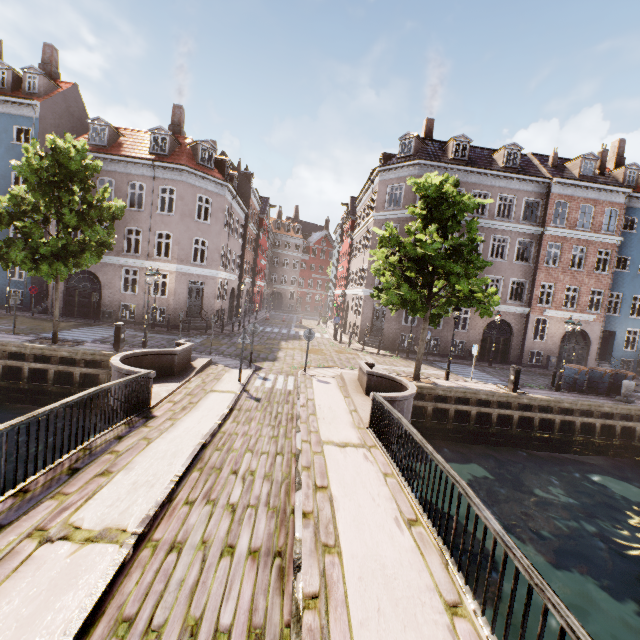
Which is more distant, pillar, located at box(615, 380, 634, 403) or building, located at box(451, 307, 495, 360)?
building, located at box(451, 307, 495, 360)

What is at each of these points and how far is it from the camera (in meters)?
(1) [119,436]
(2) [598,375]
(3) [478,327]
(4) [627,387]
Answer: (1) bridge, 6.46
(2) trash bin, 17.53
(3) building, 24.41
(4) pillar, 15.98

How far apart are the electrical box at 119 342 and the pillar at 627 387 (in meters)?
24.01

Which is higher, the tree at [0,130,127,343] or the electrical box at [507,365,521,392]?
the tree at [0,130,127,343]

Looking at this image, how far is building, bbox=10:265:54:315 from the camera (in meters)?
21.73

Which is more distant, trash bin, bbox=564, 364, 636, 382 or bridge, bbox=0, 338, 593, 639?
trash bin, bbox=564, 364, 636, 382

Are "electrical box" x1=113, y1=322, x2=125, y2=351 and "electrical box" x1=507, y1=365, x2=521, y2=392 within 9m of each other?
no

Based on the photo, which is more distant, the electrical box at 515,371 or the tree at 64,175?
the electrical box at 515,371
